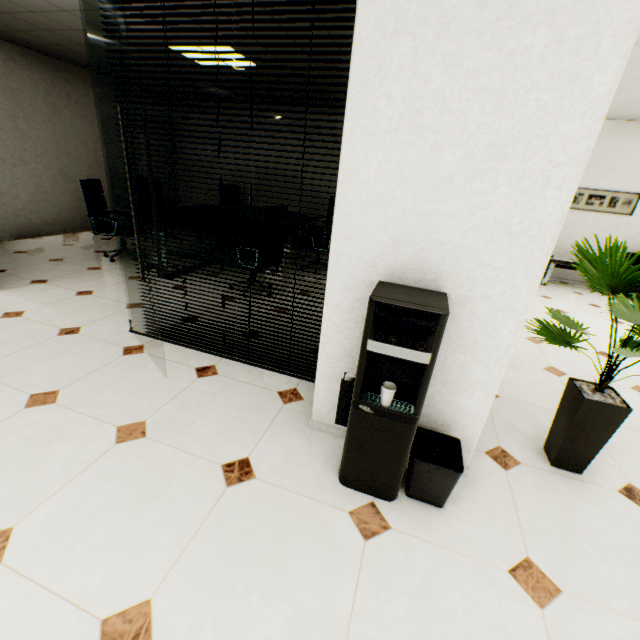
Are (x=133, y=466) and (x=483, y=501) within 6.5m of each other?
yes

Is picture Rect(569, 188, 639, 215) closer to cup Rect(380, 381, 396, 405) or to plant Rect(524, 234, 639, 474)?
plant Rect(524, 234, 639, 474)

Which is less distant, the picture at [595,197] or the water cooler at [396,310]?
the water cooler at [396,310]

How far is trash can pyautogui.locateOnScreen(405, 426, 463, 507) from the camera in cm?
162

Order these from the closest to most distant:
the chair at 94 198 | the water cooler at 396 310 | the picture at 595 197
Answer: → the water cooler at 396 310, the chair at 94 198, the picture at 595 197

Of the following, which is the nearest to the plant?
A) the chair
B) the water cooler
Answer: the water cooler

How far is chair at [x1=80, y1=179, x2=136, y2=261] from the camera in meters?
4.7 m

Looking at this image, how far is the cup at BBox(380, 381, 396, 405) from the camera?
1.5m
